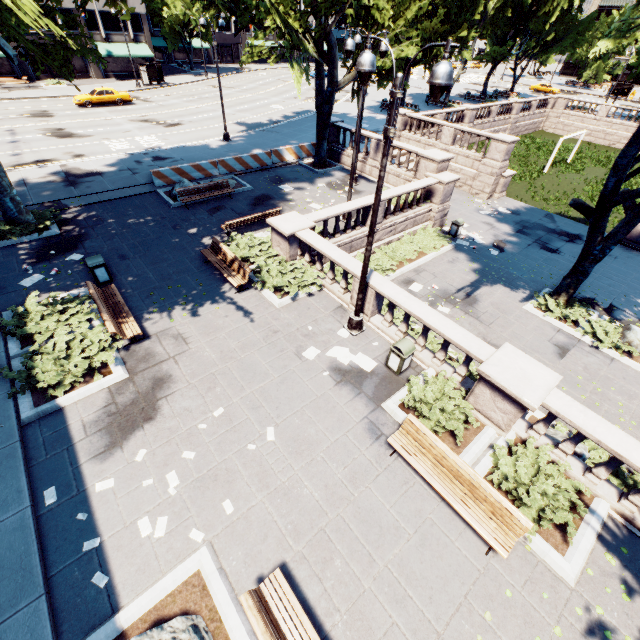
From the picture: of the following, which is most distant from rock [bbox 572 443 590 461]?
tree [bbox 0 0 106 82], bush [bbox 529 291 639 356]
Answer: tree [bbox 0 0 106 82]

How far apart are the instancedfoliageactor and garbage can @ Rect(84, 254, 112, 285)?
8.6 meters

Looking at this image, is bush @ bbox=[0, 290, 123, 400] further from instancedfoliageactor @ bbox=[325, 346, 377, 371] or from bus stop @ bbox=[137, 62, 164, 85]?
bus stop @ bbox=[137, 62, 164, 85]

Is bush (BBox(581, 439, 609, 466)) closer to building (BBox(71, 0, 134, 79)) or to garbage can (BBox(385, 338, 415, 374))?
garbage can (BBox(385, 338, 415, 374))

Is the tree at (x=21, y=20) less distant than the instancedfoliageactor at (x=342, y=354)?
Yes

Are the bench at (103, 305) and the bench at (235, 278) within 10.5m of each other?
yes

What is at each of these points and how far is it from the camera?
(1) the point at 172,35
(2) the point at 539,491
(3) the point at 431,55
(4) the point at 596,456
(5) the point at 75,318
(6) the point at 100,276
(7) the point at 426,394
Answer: (1) tree, 52.9 meters
(2) bush, 6.9 meters
(3) tree, 29.1 meters
(4) bush, 9.1 meters
(5) bush, 10.0 meters
(6) garbage can, 11.7 meters
(7) bush, 8.8 meters

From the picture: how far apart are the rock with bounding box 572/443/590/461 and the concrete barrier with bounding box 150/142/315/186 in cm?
2087
